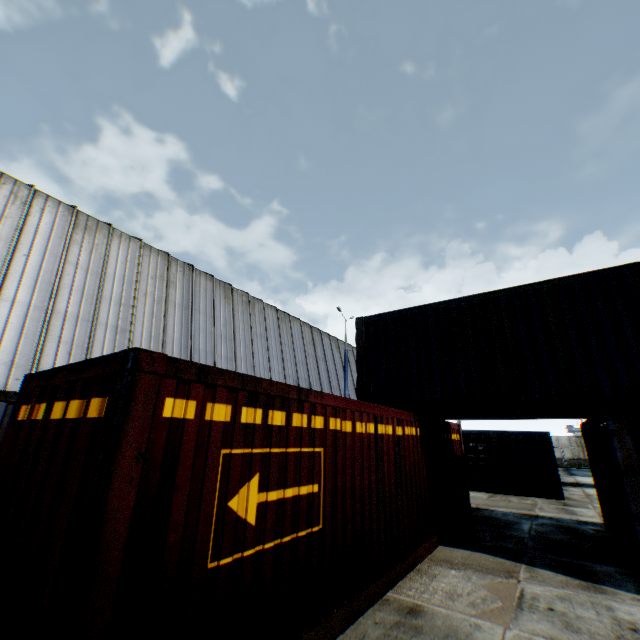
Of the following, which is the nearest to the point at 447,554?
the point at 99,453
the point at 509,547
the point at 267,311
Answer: the point at 509,547

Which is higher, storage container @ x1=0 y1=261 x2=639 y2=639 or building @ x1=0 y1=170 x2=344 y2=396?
building @ x1=0 y1=170 x2=344 y2=396

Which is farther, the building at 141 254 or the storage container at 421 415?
the building at 141 254

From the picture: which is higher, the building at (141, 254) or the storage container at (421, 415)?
the building at (141, 254)

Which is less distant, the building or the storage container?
the storage container
